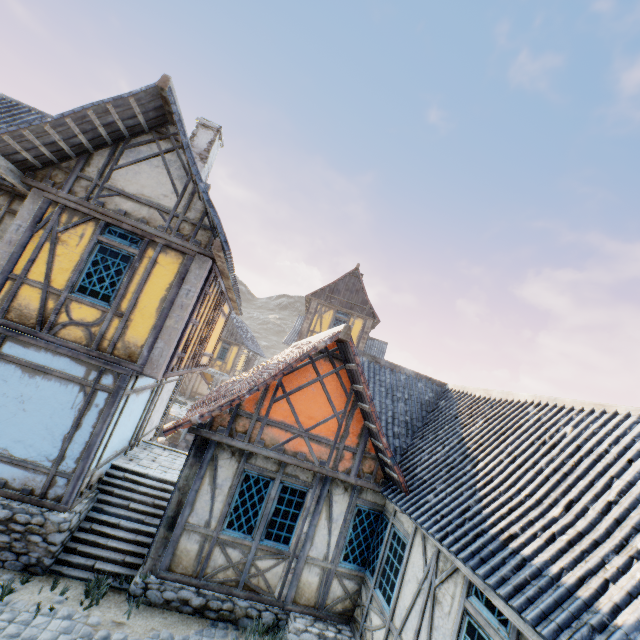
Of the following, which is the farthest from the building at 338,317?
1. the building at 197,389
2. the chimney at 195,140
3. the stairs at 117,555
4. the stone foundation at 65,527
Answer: the chimney at 195,140

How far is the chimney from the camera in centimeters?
1109cm

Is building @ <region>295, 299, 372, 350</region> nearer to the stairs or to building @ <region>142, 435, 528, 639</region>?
building @ <region>142, 435, 528, 639</region>

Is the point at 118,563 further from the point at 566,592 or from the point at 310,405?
the point at 566,592

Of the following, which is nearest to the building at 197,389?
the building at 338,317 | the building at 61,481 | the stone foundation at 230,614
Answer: the building at 338,317

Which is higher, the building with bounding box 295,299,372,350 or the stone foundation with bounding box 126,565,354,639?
the building with bounding box 295,299,372,350

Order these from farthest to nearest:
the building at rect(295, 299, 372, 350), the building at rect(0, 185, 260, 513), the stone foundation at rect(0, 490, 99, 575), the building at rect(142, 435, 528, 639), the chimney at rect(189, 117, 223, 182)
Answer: the building at rect(295, 299, 372, 350) → the chimney at rect(189, 117, 223, 182) → the building at rect(0, 185, 260, 513) → the stone foundation at rect(0, 490, 99, 575) → the building at rect(142, 435, 528, 639)

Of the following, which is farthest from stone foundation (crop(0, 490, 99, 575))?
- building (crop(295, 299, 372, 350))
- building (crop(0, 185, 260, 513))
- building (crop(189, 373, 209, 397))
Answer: building (crop(189, 373, 209, 397))
